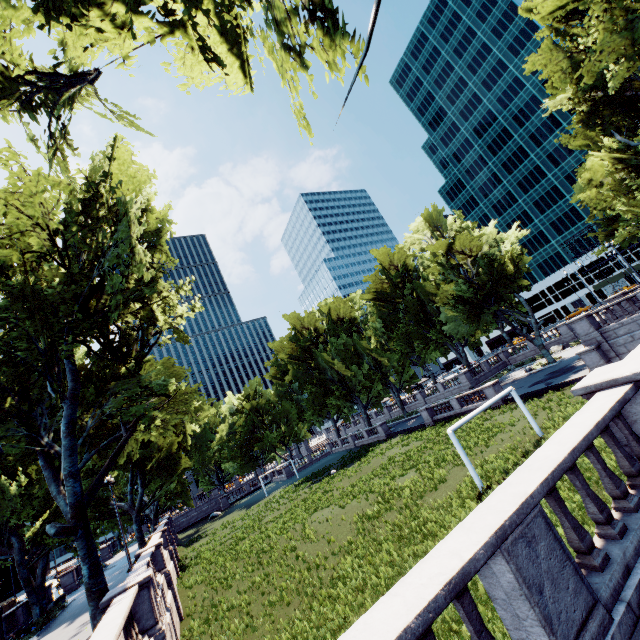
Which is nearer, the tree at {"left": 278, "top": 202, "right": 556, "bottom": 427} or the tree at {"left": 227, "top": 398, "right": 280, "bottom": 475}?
the tree at {"left": 278, "top": 202, "right": 556, "bottom": 427}

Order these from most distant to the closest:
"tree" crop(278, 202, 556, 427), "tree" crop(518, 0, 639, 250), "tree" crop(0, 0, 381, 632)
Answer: "tree" crop(278, 202, 556, 427) → "tree" crop(518, 0, 639, 250) → "tree" crop(0, 0, 381, 632)

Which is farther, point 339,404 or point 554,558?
point 339,404

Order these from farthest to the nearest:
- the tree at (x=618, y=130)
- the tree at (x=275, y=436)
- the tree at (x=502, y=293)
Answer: the tree at (x=275, y=436) → the tree at (x=502, y=293) → the tree at (x=618, y=130)

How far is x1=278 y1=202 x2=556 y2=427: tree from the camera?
37.7m

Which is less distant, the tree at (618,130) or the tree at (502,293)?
the tree at (618,130)
